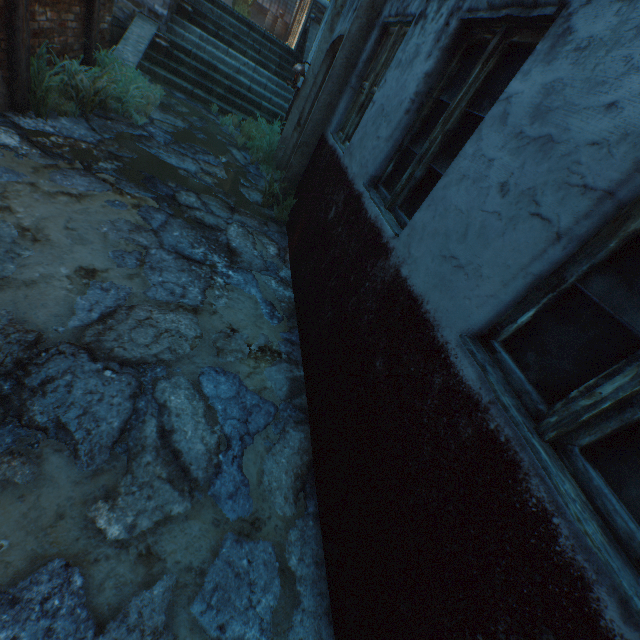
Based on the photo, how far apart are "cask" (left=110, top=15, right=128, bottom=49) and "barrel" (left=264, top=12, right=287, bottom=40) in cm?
1858

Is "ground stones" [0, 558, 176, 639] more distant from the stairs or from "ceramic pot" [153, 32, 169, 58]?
"ceramic pot" [153, 32, 169, 58]

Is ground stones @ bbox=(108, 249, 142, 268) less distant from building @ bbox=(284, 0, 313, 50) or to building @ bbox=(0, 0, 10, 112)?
building @ bbox=(0, 0, 10, 112)

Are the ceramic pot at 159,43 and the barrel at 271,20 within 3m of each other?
no

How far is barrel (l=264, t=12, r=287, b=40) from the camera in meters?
21.3 m

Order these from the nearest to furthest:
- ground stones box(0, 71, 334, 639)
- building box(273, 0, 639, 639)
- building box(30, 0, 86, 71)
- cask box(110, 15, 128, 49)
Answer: building box(273, 0, 639, 639), ground stones box(0, 71, 334, 639), building box(30, 0, 86, 71), cask box(110, 15, 128, 49)

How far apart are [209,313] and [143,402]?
1.1 meters

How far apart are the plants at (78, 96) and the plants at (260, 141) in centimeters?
119cm
